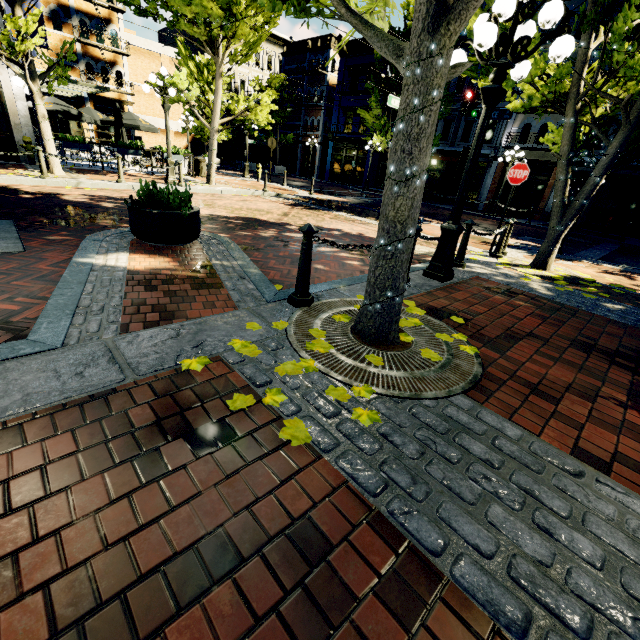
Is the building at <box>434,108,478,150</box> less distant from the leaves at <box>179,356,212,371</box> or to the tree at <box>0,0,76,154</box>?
the tree at <box>0,0,76,154</box>

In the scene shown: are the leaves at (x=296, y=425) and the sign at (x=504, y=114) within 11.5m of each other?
no

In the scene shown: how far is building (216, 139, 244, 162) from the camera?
36.12m

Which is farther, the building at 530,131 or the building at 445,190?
the building at 445,190

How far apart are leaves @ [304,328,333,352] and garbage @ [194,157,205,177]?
16.64m

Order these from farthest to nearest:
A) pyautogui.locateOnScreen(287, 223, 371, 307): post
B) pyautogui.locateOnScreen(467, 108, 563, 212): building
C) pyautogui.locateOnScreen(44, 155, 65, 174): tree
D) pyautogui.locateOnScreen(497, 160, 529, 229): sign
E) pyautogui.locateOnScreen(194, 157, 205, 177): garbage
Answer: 1. pyautogui.locateOnScreen(467, 108, 563, 212): building
2. pyautogui.locateOnScreen(194, 157, 205, 177): garbage
3. pyautogui.locateOnScreen(44, 155, 65, 174): tree
4. pyautogui.locateOnScreen(497, 160, 529, 229): sign
5. pyautogui.locateOnScreen(287, 223, 371, 307): post

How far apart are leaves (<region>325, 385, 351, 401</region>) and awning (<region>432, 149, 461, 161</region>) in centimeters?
2401cm

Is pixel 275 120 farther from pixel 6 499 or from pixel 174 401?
pixel 6 499
